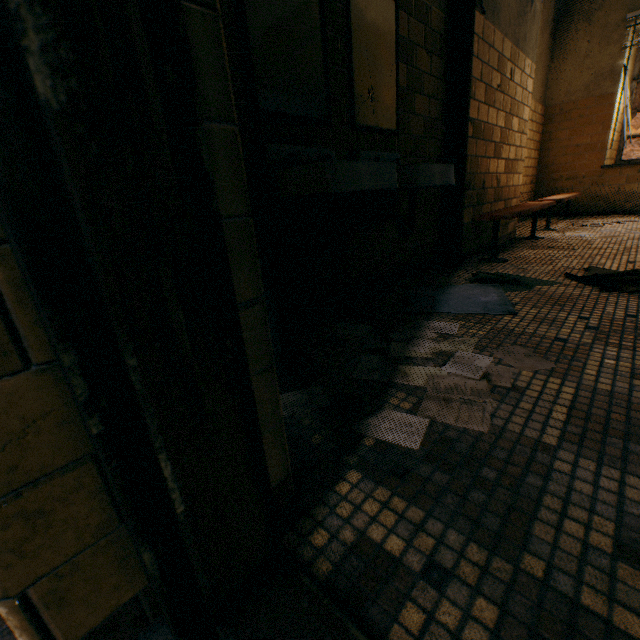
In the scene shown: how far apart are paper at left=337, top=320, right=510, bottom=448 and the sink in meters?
0.5 m

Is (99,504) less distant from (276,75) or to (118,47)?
(118,47)

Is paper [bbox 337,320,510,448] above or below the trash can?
below

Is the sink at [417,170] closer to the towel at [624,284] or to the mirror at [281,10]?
the mirror at [281,10]

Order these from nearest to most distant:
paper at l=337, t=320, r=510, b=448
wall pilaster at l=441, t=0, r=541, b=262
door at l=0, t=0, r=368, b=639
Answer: door at l=0, t=0, r=368, b=639
paper at l=337, t=320, r=510, b=448
wall pilaster at l=441, t=0, r=541, b=262

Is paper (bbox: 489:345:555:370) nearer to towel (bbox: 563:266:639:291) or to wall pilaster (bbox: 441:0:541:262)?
towel (bbox: 563:266:639:291)

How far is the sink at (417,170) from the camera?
1.4m

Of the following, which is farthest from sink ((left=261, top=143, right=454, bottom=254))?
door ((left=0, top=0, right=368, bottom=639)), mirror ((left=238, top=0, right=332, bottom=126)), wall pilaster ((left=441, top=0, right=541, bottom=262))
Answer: wall pilaster ((left=441, top=0, right=541, bottom=262))
